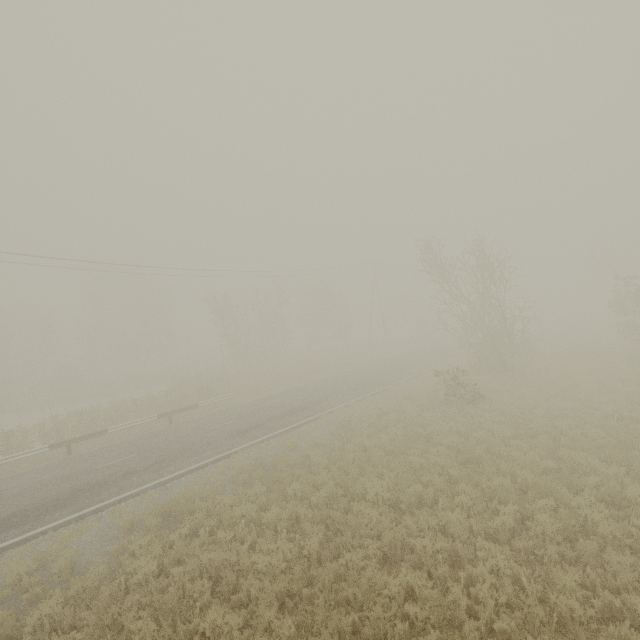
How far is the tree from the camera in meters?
19.8

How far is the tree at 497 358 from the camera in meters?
19.8 m

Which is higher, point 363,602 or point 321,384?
point 321,384
